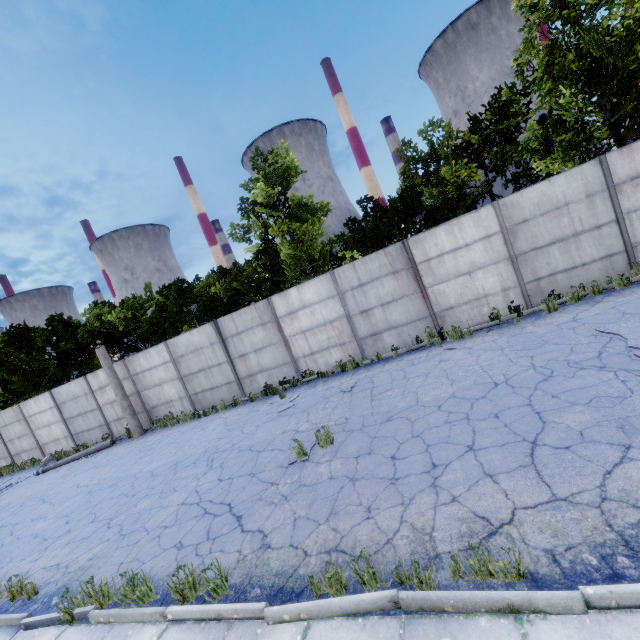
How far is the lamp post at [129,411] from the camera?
14.9m

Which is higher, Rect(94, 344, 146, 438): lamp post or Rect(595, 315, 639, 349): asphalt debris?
Rect(94, 344, 146, 438): lamp post

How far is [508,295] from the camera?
10.6m

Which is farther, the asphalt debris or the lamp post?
the lamp post

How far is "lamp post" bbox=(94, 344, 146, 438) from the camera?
14.9m

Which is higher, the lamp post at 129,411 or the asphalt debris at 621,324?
the lamp post at 129,411
